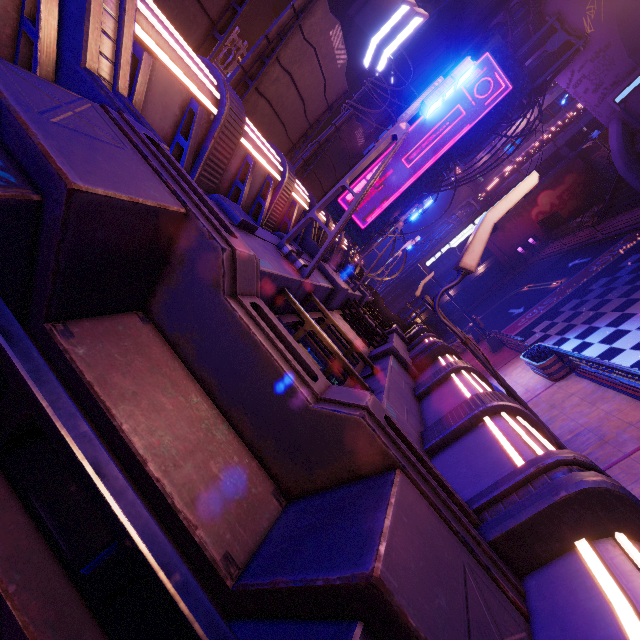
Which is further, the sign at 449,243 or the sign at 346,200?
the sign at 346,200

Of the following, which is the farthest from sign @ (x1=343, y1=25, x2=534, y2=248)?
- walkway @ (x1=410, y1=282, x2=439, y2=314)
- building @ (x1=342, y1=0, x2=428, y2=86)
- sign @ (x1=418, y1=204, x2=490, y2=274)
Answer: building @ (x1=342, y1=0, x2=428, y2=86)

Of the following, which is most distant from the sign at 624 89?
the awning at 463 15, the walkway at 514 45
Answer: the awning at 463 15

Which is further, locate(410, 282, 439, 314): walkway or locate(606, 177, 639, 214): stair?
locate(410, 282, 439, 314): walkway

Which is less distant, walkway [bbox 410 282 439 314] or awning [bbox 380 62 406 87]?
awning [bbox 380 62 406 87]

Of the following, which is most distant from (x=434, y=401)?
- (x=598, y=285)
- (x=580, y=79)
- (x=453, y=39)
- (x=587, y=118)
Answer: (x=587, y=118)

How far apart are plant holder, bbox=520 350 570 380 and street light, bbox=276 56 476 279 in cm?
1134

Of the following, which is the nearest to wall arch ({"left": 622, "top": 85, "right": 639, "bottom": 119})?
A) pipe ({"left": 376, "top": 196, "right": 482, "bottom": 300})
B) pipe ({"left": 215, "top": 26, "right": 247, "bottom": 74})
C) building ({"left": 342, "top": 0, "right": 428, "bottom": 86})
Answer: pipe ({"left": 215, "top": 26, "right": 247, "bottom": 74})
